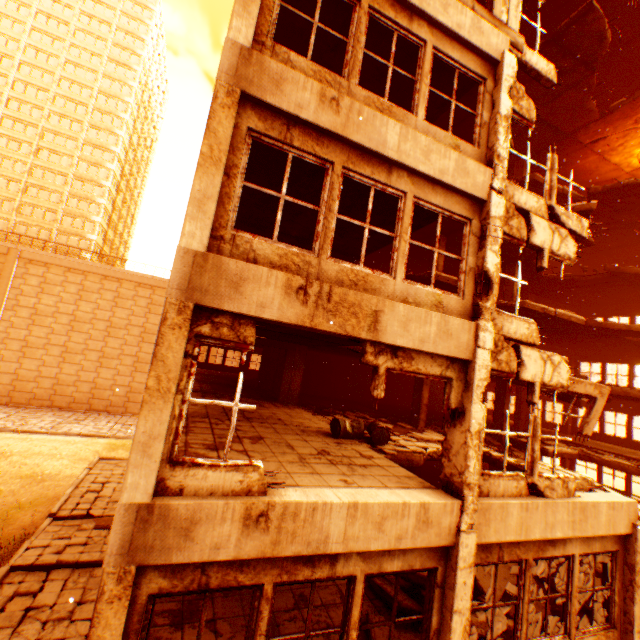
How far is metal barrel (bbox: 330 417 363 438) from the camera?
8.7m

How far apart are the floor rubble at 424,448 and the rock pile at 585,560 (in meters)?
0.91

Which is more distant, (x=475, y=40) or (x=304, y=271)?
(x=475, y=40)

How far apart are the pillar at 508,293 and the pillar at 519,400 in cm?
639

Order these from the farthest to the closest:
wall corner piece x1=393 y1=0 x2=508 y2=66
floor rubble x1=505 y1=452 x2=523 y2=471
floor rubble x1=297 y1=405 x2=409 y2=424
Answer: floor rubble x1=297 y1=405 x2=409 y2=424
floor rubble x1=505 y1=452 x2=523 y2=471
wall corner piece x1=393 y1=0 x2=508 y2=66

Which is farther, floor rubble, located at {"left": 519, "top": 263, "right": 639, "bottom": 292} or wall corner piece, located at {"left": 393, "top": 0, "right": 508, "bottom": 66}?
floor rubble, located at {"left": 519, "top": 263, "right": 639, "bottom": 292}

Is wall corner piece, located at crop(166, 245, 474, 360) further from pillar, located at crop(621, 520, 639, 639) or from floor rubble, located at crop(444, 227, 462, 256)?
pillar, located at crop(621, 520, 639, 639)

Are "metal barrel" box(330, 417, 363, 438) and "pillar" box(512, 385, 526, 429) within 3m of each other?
no
